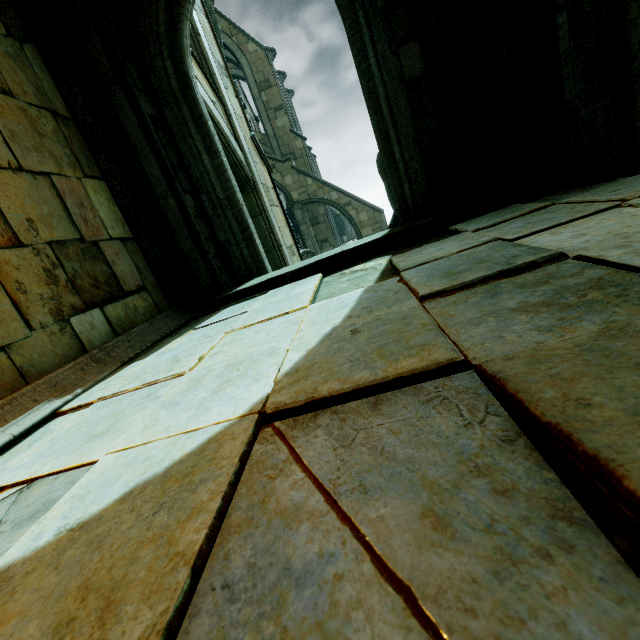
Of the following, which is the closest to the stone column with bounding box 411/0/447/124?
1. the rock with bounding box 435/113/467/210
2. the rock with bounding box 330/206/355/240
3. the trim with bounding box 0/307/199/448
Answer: the rock with bounding box 435/113/467/210

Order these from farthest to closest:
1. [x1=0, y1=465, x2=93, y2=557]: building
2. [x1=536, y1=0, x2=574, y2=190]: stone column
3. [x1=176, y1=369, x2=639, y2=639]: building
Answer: [x1=536, y1=0, x2=574, y2=190]: stone column < [x1=0, y1=465, x2=93, y2=557]: building < [x1=176, y1=369, x2=639, y2=639]: building

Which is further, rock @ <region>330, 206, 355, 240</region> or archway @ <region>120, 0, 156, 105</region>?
rock @ <region>330, 206, 355, 240</region>

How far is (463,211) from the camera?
4.24m

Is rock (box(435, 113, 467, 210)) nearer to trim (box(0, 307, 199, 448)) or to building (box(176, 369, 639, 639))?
building (box(176, 369, 639, 639))

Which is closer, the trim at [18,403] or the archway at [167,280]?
the trim at [18,403]

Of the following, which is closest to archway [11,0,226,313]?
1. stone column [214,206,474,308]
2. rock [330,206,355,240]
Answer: stone column [214,206,474,308]

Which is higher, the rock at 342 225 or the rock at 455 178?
the rock at 455 178
